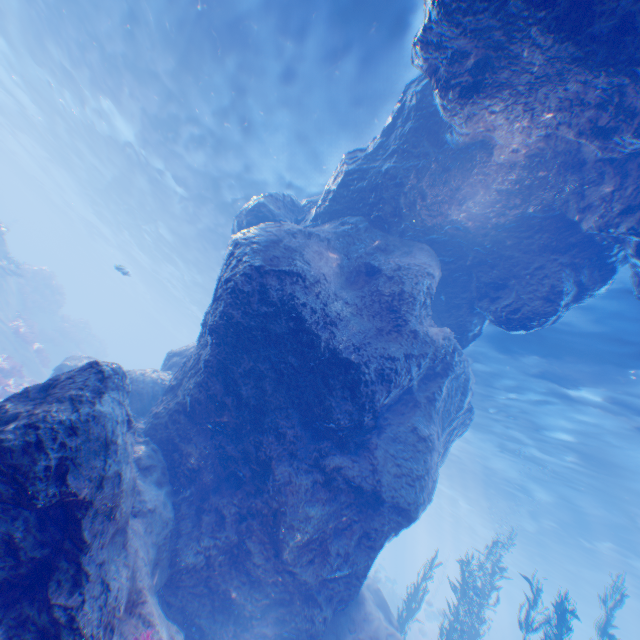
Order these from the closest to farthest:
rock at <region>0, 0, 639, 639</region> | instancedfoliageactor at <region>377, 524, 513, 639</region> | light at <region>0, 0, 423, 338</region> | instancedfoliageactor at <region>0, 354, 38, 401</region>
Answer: rock at <region>0, 0, 639, 639</region>
light at <region>0, 0, 423, 338</region>
instancedfoliageactor at <region>377, 524, 513, 639</region>
instancedfoliageactor at <region>0, 354, 38, 401</region>

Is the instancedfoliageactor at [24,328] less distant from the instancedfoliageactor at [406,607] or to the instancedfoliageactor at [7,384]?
the instancedfoliageactor at [7,384]

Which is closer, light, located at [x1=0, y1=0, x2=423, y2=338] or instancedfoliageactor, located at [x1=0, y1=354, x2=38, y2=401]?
light, located at [x1=0, y1=0, x2=423, y2=338]

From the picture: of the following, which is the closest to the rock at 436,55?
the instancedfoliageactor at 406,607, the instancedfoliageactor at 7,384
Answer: the instancedfoliageactor at 406,607

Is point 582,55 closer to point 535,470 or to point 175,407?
point 175,407

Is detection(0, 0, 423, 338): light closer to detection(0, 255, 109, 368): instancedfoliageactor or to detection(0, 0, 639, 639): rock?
detection(0, 0, 639, 639): rock

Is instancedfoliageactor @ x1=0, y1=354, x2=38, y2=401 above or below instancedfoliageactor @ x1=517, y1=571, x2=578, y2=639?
below

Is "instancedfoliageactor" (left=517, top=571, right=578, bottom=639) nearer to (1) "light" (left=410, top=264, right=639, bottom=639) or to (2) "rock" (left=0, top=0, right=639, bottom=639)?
(2) "rock" (left=0, top=0, right=639, bottom=639)
